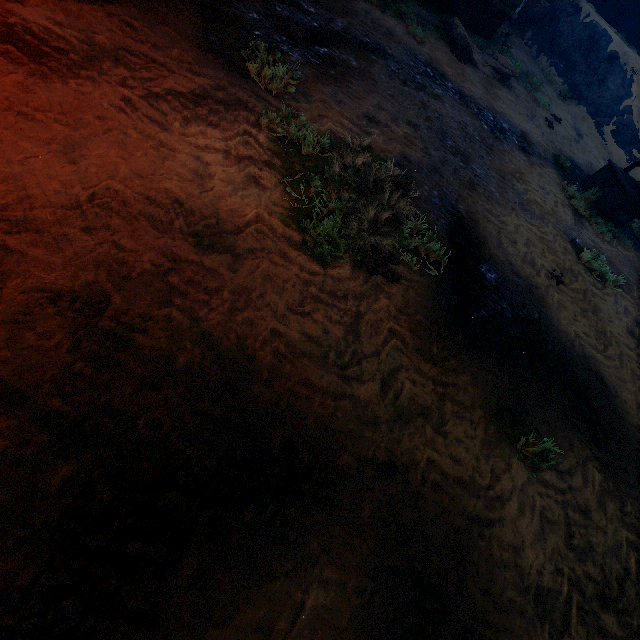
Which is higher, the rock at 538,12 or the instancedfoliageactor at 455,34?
the rock at 538,12

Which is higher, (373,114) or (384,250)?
(384,250)

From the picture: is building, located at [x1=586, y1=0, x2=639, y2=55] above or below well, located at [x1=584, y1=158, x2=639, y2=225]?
above

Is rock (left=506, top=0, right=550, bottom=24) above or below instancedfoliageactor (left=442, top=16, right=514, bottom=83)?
above

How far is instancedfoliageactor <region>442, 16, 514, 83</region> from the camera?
10.06m

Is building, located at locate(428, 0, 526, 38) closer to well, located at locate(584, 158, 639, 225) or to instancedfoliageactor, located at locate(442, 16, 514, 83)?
instancedfoliageactor, located at locate(442, 16, 514, 83)

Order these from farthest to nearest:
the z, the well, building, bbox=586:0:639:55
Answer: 1. building, bbox=586:0:639:55
2. the well
3. the z

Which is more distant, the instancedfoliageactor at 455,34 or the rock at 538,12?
the rock at 538,12
